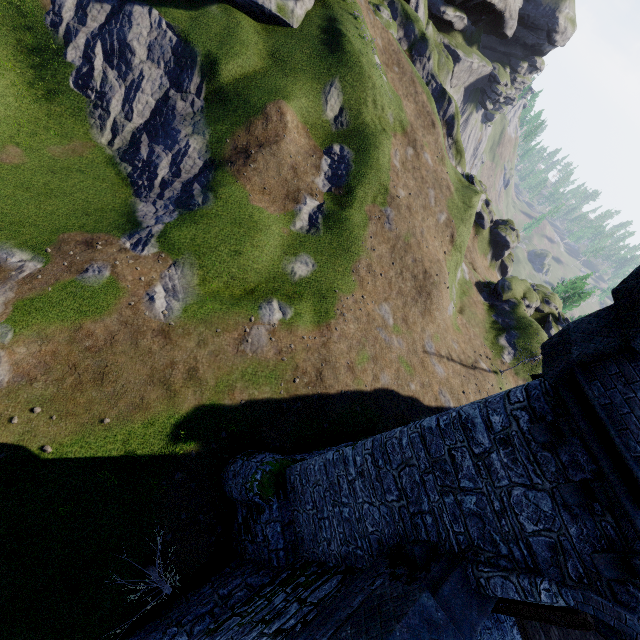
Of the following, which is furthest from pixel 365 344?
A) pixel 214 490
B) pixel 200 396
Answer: pixel 214 490

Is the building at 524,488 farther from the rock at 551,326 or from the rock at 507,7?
the rock at 507,7

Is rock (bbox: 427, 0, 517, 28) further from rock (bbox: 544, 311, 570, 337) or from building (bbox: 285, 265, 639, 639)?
building (bbox: 285, 265, 639, 639)

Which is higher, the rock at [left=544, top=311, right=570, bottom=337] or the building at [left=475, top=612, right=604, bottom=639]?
the building at [left=475, top=612, right=604, bottom=639]

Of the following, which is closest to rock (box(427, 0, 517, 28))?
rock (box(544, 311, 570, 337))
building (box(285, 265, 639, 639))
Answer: rock (box(544, 311, 570, 337))

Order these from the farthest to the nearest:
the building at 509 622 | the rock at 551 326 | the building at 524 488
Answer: the rock at 551 326 < the building at 509 622 < the building at 524 488

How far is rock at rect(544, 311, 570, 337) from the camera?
43.6 meters
